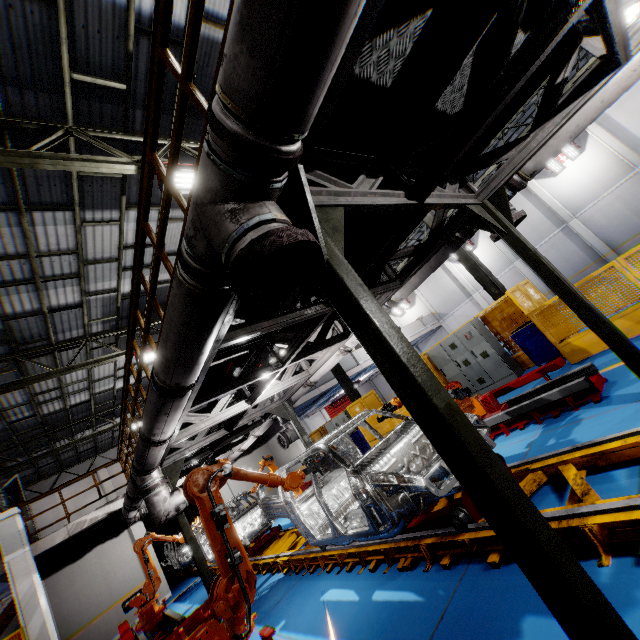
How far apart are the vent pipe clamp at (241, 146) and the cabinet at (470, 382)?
9.83m

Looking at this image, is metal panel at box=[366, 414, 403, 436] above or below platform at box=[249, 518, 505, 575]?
above

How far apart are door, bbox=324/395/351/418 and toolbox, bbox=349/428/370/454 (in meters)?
17.80

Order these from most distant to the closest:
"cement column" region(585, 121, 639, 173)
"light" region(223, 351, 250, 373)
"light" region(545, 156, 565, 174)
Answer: "light" region(545, 156, 565, 174), "cement column" region(585, 121, 639, 173), "light" region(223, 351, 250, 373)

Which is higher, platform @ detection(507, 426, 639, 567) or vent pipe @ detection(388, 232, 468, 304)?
vent pipe @ detection(388, 232, 468, 304)

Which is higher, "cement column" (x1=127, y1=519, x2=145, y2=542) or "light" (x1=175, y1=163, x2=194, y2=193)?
"light" (x1=175, y1=163, x2=194, y2=193)

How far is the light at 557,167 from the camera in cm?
2034

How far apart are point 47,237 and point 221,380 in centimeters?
598cm
